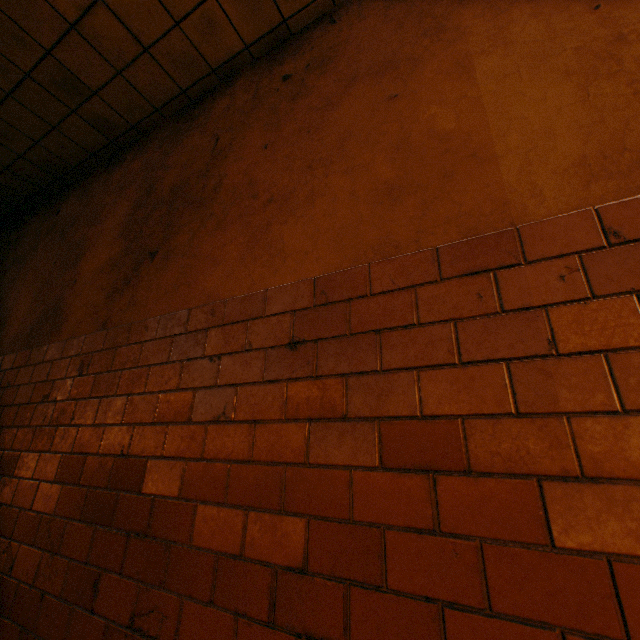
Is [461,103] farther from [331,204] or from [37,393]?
[37,393]
